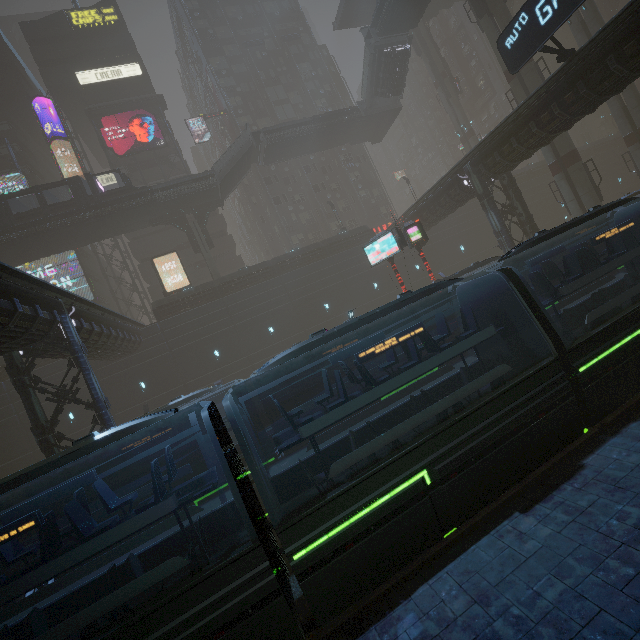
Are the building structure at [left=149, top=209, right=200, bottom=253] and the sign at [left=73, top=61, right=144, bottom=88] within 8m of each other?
no

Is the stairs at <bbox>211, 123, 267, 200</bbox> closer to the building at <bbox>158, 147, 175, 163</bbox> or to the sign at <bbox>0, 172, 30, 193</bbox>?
the building at <bbox>158, 147, 175, 163</bbox>

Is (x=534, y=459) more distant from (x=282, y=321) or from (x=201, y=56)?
(x=201, y=56)

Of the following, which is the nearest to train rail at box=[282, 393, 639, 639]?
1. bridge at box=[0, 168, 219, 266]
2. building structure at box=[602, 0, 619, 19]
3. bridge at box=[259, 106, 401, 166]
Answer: bridge at box=[0, 168, 219, 266]

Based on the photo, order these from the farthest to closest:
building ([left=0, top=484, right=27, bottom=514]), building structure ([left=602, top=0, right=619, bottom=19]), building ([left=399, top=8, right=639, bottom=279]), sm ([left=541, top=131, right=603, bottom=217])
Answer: building structure ([left=602, top=0, right=619, bottom=19]) < sm ([left=541, top=131, right=603, bottom=217]) < building ([left=0, top=484, right=27, bottom=514]) < building ([left=399, top=8, right=639, bottom=279])

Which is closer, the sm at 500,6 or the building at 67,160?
the sm at 500,6

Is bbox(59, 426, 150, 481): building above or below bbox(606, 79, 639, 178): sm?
below

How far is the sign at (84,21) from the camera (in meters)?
40.97
